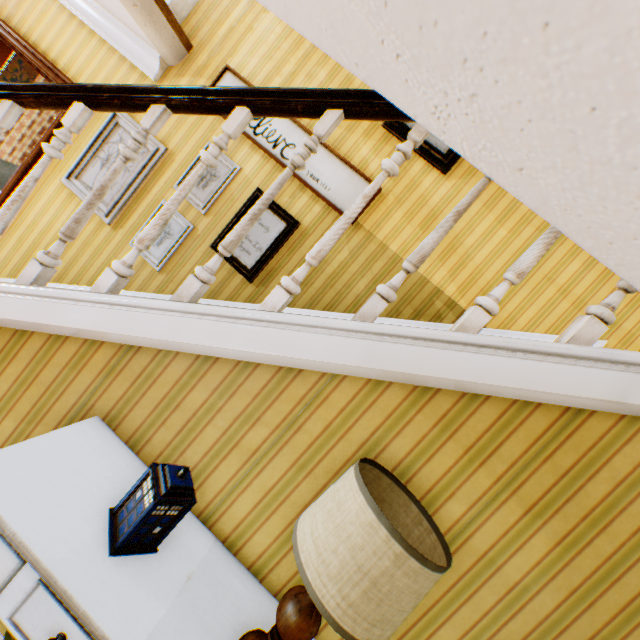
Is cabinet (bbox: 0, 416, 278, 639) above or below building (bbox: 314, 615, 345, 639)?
below

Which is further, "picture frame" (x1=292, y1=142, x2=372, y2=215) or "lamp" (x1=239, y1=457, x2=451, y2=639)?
"picture frame" (x1=292, y1=142, x2=372, y2=215)

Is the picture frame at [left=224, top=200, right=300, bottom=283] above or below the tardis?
above

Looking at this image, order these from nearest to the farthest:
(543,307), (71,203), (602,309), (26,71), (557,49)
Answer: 1. (557,49)
2. (602,309)
3. (543,307)
4. (71,203)
5. (26,71)

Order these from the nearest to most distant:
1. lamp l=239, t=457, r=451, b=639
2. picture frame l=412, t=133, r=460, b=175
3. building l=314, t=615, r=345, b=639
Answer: lamp l=239, t=457, r=451, b=639 < building l=314, t=615, r=345, b=639 < picture frame l=412, t=133, r=460, b=175

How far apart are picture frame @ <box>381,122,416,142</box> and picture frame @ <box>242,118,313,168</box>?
0.4 meters

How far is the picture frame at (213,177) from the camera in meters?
3.2 m

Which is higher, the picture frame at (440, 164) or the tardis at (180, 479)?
the picture frame at (440, 164)
